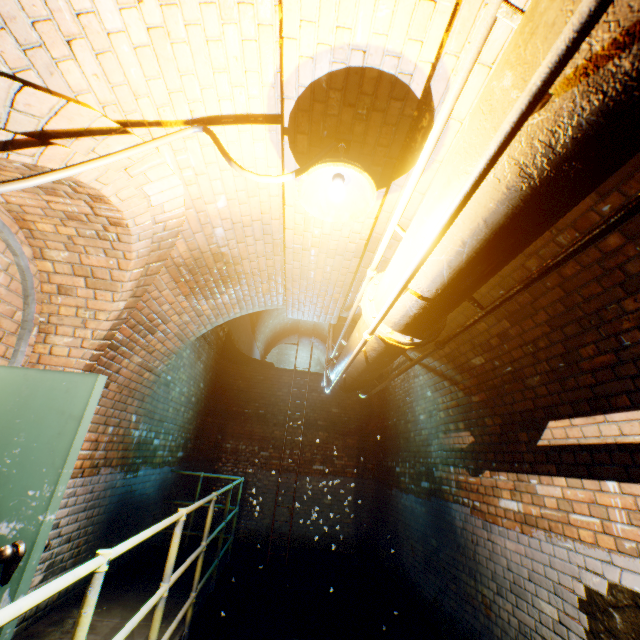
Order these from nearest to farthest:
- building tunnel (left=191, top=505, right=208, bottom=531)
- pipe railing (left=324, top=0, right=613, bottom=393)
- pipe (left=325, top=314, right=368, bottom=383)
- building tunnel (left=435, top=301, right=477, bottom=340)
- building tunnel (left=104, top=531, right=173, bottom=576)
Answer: pipe railing (left=324, top=0, right=613, bottom=393)
pipe (left=325, top=314, right=368, bottom=383)
building tunnel (left=435, top=301, right=477, bottom=340)
building tunnel (left=104, top=531, right=173, bottom=576)
building tunnel (left=191, top=505, right=208, bottom=531)

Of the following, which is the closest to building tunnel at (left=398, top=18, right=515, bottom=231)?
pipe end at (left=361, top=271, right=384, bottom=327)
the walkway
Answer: the walkway

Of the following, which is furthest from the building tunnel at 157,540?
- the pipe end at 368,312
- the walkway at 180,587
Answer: the pipe end at 368,312

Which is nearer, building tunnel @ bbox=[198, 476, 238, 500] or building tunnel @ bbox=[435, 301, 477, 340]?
building tunnel @ bbox=[435, 301, 477, 340]

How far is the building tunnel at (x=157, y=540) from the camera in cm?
448

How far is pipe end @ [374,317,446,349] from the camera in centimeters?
214cm

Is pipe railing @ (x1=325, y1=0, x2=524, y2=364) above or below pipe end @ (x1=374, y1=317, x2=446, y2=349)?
above

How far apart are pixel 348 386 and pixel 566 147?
3.3m
